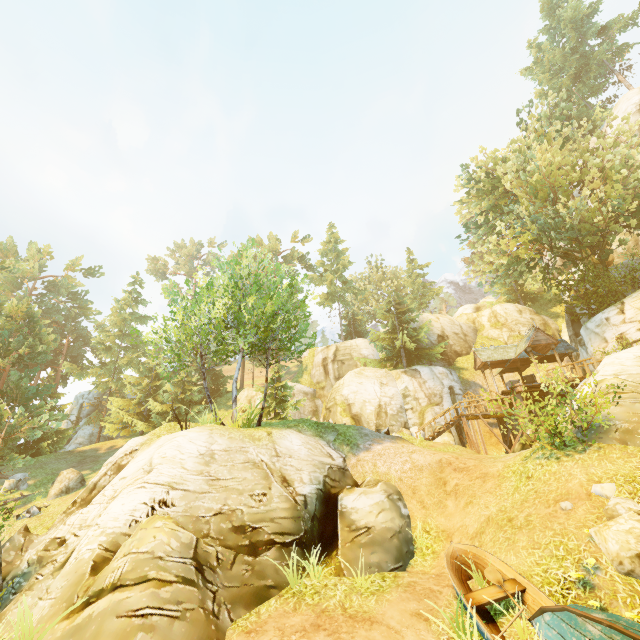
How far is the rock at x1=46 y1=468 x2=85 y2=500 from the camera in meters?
19.0 m

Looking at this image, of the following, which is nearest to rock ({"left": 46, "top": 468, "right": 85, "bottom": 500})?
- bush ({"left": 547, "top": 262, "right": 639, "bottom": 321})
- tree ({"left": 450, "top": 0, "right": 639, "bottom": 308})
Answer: tree ({"left": 450, "top": 0, "right": 639, "bottom": 308})

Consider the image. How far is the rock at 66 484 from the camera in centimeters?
1905cm

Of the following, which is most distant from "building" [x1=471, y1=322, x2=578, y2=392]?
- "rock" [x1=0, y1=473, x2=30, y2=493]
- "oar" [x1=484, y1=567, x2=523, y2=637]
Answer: "rock" [x1=0, y1=473, x2=30, y2=493]

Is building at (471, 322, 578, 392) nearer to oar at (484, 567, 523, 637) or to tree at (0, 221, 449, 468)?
tree at (0, 221, 449, 468)

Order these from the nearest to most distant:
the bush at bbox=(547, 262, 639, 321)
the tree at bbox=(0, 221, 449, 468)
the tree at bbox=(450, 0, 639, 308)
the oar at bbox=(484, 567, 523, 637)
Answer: the oar at bbox=(484, 567, 523, 637), the tree at bbox=(0, 221, 449, 468), the bush at bbox=(547, 262, 639, 321), the tree at bbox=(450, 0, 639, 308)

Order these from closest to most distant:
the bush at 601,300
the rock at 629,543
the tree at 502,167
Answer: the rock at 629,543 < the bush at 601,300 < the tree at 502,167

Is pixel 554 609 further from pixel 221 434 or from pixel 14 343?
pixel 14 343
